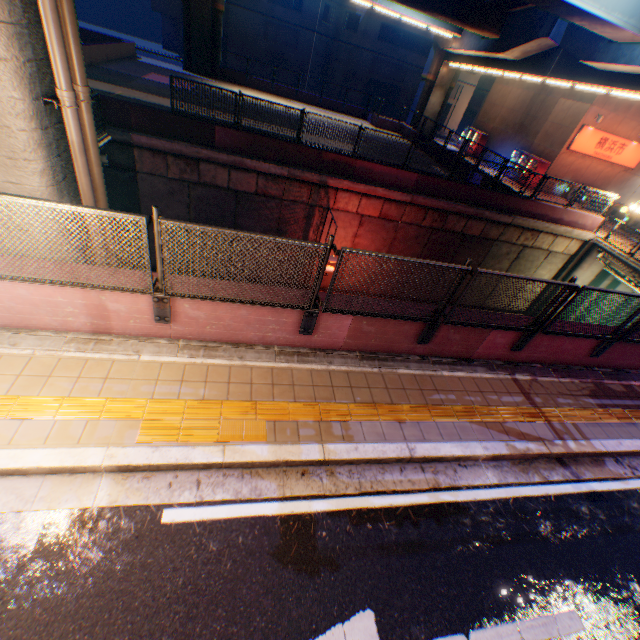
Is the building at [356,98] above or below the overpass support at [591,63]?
below

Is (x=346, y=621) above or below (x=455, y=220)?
above

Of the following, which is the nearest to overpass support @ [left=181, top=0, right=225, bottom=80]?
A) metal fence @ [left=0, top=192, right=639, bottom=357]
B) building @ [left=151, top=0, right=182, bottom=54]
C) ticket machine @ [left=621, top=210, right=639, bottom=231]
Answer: metal fence @ [left=0, top=192, right=639, bottom=357]

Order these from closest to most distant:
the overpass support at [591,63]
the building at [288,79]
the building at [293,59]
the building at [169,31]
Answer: the overpass support at [591,63] < the building at [169,31] < the building at [293,59] < the building at [288,79]

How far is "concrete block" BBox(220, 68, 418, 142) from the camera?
28.83m

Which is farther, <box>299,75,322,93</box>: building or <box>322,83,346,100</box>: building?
<box>322,83,346,100</box>: building

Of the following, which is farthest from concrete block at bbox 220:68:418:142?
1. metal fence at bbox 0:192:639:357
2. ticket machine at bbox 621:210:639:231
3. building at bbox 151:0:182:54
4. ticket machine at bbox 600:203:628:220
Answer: building at bbox 151:0:182:54

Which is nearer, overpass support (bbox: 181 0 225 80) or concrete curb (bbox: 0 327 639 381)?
concrete curb (bbox: 0 327 639 381)
